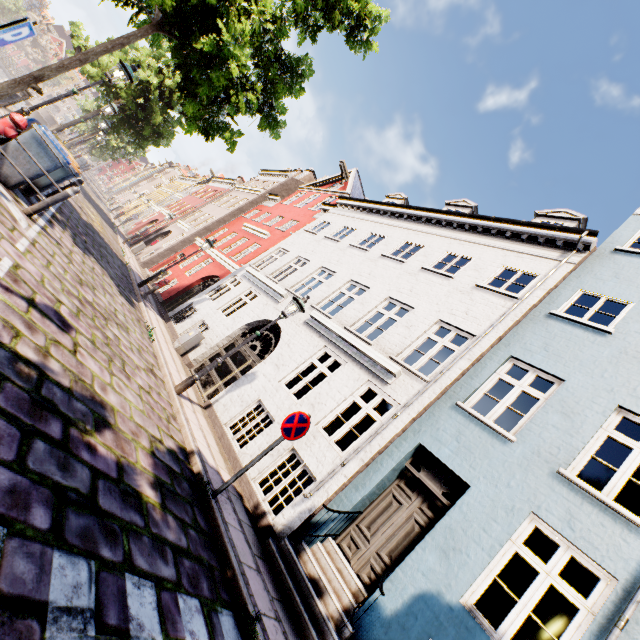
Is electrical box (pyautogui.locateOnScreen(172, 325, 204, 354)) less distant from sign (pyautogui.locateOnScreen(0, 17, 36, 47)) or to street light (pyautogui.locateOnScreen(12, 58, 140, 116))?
street light (pyautogui.locateOnScreen(12, 58, 140, 116))

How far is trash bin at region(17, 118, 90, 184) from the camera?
6.7m

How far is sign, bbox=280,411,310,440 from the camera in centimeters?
531cm

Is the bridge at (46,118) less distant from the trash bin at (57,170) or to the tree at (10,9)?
the tree at (10,9)

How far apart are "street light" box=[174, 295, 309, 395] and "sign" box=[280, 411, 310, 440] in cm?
290

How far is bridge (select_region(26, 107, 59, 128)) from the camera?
41.4m

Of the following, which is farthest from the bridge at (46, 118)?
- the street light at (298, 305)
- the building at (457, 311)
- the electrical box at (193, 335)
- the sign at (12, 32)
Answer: the sign at (12, 32)

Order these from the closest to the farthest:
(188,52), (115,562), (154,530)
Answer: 1. (115,562)
2. (154,530)
3. (188,52)
